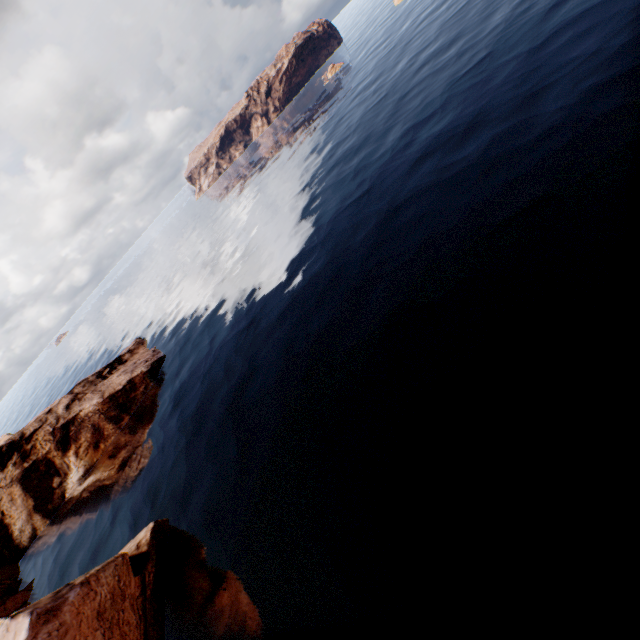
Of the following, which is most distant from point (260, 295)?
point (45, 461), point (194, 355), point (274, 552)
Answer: point (45, 461)
